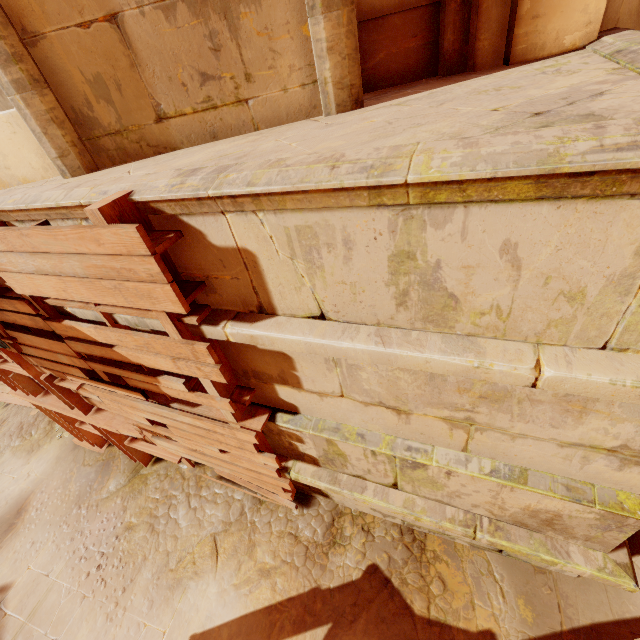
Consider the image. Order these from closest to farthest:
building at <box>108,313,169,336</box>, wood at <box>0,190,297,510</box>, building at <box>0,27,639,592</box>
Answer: building at <box>0,27,639,592</box> → wood at <box>0,190,297,510</box> → building at <box>108,313,169,336</box>

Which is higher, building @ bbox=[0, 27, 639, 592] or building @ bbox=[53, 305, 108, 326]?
building @ bbox=[53, 305, 108, 326]

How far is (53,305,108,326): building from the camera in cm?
Result: 283

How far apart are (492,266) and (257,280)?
1.31m

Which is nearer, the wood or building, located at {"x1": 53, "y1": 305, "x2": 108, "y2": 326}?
the wood

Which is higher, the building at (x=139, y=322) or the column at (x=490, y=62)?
the column at (x=490, y=62)

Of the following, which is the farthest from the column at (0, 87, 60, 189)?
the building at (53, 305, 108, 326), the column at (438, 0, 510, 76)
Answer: the column at (438, 0, 510, 76)

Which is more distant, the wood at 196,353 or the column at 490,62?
the column at 490,62
